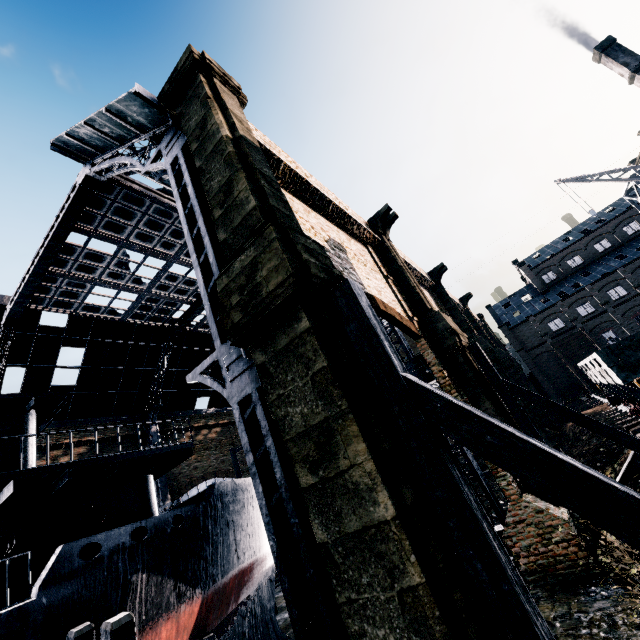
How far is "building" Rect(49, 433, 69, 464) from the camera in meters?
25.7

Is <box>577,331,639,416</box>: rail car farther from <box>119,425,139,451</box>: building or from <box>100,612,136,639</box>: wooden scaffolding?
<box>100,612,136,639</box>: wooden scaffolding

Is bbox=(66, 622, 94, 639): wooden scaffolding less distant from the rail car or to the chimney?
the rail car

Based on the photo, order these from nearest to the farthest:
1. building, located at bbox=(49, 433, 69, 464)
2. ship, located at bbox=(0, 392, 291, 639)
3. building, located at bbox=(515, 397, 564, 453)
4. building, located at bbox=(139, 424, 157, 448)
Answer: ship, located at bbox=(0, 392, 291, 639) < building, located at bbox=(515, 397, 564, 453) < building, located at bbox=(49, 433, 69, 464) < building, located at bbox=(139, 424, 157, 448)

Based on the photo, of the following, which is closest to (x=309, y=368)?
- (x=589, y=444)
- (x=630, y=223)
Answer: (x=589, y=444)

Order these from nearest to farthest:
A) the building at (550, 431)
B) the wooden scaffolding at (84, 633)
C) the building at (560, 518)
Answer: the wooden scaffolding at (84, 633)
the building at (560, 518)
the building at (550, 431)

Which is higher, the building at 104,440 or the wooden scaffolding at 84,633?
the building at 104,440
